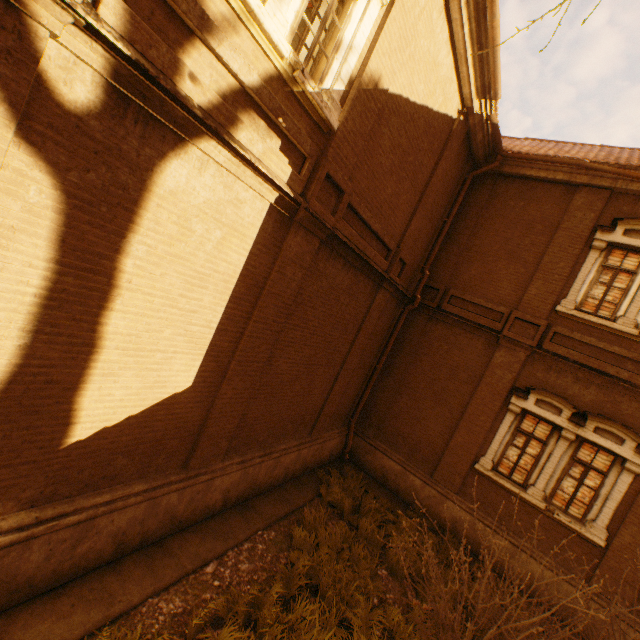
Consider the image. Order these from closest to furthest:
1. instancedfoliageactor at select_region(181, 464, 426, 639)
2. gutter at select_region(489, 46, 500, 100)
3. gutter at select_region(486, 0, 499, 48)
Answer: instancedfoliageactor at select_region(181, 464, 426, 639)
gutter at select_region(486, 0, 499, 48)
gutter at select_region(489, 46, 500, 100)

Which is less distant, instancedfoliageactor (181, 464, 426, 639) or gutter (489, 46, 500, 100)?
instancedfoliageactor (181, 464, 426, 639)

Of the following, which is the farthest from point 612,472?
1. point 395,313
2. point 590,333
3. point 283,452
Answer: point 283,452

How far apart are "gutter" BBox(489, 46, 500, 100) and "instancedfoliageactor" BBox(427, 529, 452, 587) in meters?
10.5 m

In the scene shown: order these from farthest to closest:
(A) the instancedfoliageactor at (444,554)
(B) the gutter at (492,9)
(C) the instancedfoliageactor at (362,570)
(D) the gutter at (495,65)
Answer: (A) the instancedfoliageactor at (444,554) → (D) the gutter at (495,65) → (B) the gutter at (492,9) → (C) the instancedfoliageactor at (362,570)

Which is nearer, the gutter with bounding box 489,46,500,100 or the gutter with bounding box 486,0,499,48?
the gutter with bounding box 486,0,499,48

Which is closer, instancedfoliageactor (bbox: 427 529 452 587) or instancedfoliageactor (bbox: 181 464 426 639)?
instancedfoliageactor (bbox: 181 464 426 639)

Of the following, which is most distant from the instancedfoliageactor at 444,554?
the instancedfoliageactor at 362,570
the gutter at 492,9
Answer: the gutter at 492,9
